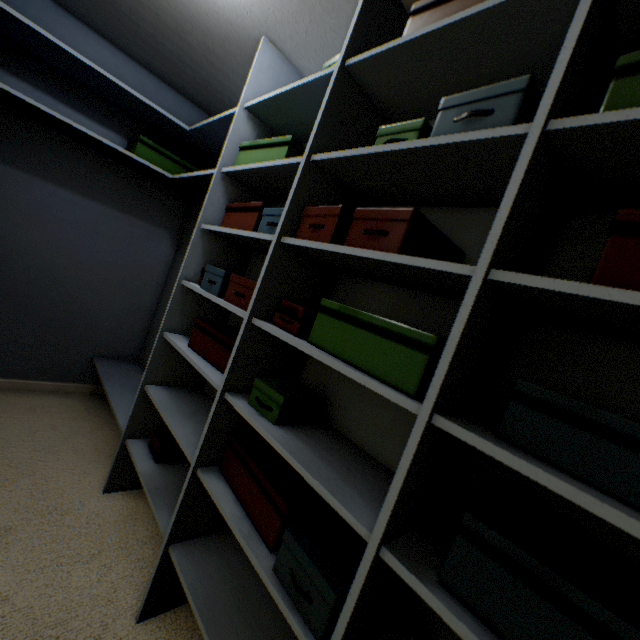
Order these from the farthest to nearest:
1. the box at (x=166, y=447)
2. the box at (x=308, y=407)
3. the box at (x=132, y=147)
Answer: the box at (x=132, y=147), the box at (x=166, y=447), the box at (x=308, y=407)

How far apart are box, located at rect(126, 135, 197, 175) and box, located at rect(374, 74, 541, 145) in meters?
2.0 m

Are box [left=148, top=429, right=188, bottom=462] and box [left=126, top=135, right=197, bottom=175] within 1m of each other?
no

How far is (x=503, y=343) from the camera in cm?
80

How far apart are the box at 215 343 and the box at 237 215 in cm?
51

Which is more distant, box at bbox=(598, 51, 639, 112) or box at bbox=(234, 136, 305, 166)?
box at bbox=(234, 136, 305, 166)

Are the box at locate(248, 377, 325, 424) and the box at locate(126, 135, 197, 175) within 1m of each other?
no

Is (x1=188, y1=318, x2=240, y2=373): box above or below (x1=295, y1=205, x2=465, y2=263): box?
below
